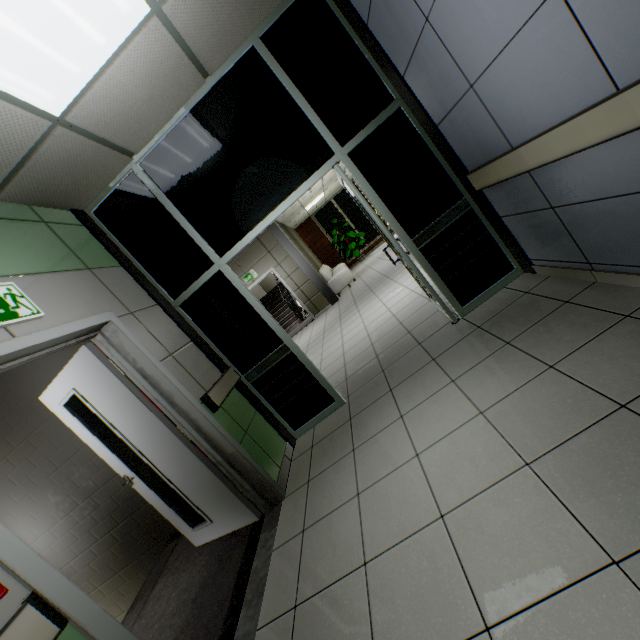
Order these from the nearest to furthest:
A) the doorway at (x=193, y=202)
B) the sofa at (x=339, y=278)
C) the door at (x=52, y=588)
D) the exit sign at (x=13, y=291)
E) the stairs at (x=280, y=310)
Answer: the door at (x=52, y=588), the exit sign at (x=13, y=291), the doorway at (x=193, y=202), the sofa at (x=339, y=278), the stairs at (x=280, y=310)

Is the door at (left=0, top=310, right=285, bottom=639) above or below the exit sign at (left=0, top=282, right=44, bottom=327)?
below

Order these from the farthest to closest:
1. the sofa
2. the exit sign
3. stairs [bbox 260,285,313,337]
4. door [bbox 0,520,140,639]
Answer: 1. stairs [bbox 260,285,313,337]
2. the sofa
3. the exit sign
4. door [bbox 0,520,140,639]

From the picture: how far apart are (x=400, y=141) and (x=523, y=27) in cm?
153

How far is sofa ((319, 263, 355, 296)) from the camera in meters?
10.6 m

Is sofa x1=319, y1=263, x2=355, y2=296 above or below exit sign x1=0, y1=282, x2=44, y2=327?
below

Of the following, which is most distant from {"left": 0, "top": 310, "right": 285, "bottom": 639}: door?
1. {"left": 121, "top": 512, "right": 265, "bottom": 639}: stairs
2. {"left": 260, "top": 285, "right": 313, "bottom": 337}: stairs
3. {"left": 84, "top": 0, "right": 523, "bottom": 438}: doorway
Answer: {"left": 260, "top": 285, "right": 313, "bottom": 337}: stairs

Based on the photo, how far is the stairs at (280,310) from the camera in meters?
11.7
